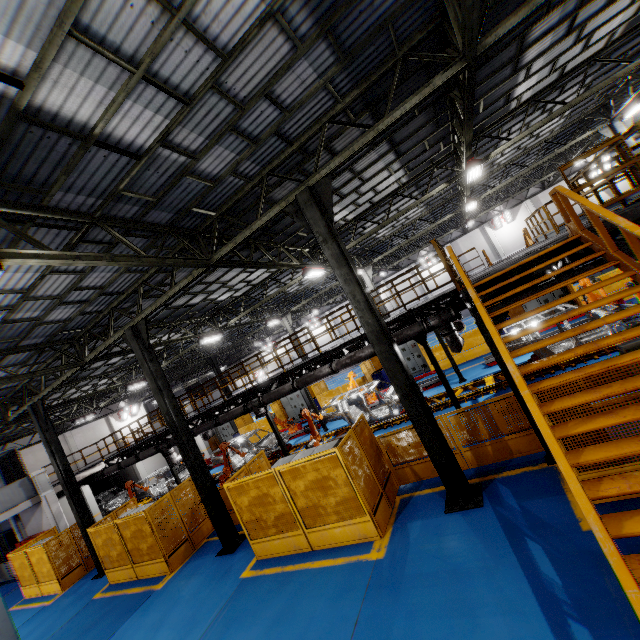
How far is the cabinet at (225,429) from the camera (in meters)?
27.86

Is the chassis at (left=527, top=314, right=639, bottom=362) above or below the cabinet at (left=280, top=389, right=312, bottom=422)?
below

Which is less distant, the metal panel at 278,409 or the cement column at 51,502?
the cement column at 51,502

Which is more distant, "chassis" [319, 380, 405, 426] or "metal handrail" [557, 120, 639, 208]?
"chassis" [319, 380, 405, 426]

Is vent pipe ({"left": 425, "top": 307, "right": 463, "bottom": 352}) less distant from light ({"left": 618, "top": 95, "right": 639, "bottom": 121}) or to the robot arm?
the robot arm

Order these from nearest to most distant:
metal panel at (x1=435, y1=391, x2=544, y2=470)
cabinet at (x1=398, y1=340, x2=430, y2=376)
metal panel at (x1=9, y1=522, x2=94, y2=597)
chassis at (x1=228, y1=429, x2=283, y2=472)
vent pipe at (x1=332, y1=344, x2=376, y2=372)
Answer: metal panel at (x1=435, y1=391, x2=544, y2=470) < vent pipe at (x1=332, y1=344, x2=376, y2=372) < metal panel at (x1=9, y1=522, x2=94, y2=597) < chassis at (x1=228, y1=429, x2=283, y2=472) < cabinet at (x1=398, y1=340, x2=430, y2=376)

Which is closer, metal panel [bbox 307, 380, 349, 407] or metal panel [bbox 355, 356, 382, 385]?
metal panel [bbox 355, 356, 382, 385]

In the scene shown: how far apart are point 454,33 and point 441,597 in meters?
10.0
